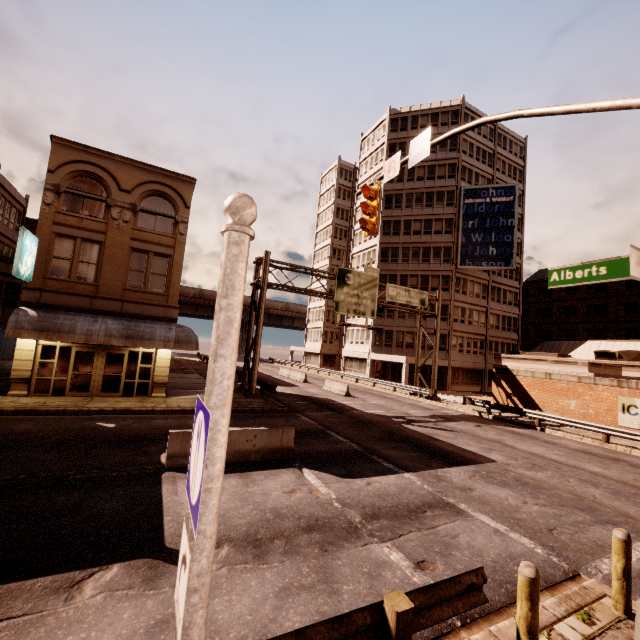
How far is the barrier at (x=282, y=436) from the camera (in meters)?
10.09

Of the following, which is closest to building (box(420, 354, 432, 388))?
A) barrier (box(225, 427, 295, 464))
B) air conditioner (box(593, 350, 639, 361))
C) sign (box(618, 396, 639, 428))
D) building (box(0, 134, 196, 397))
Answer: air conditioner (box(593, 350, 639, 361))

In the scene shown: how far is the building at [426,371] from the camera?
37.9 meters

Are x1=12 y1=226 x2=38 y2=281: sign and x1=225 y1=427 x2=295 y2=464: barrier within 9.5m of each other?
no

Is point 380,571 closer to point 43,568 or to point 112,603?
point 112,603

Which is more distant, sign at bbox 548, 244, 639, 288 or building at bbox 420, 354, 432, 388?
building at bbox 420, 354, 432, 388

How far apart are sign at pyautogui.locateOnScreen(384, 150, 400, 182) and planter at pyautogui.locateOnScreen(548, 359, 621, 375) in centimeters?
2137cm

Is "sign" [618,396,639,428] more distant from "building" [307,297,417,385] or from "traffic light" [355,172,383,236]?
"building" [307,297,417,385]
